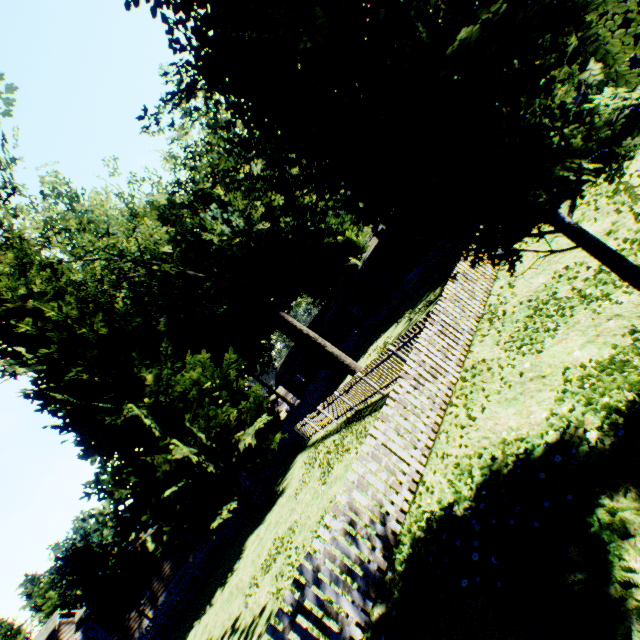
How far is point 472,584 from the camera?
3.7m

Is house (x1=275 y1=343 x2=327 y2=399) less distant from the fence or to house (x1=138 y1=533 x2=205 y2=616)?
the fence

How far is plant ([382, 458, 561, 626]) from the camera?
3.8 meters

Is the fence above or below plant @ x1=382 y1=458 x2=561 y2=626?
above

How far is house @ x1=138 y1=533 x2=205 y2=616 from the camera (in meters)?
24.95

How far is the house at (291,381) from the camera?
44.6 meters

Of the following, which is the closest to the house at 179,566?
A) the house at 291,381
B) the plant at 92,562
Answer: the plant at 92,562

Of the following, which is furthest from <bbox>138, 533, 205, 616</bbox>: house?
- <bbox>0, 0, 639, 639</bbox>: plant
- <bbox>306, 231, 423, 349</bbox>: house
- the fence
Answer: <bbox>306, 231, 423, 349</bbox>: house
